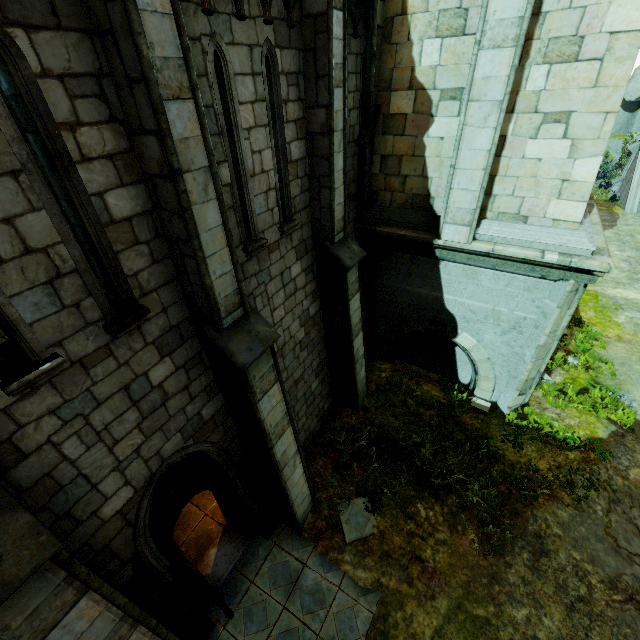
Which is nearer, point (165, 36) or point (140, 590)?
point (165, 36)

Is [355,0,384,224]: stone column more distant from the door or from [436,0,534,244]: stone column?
the door

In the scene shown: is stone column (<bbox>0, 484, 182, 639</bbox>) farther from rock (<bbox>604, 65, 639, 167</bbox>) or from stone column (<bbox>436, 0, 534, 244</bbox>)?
rock (<bbox>604, 65, 639, 167</bbox>)

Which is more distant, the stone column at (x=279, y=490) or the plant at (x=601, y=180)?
the plant at (x=601, y=180)

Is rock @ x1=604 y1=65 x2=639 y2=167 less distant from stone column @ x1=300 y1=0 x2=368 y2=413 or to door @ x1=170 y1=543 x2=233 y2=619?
stone column @ x1=300 y1=0 x2=368 y2=413

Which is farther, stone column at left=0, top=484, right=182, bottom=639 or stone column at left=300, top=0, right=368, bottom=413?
stone column at left=300, top=0, right=368, bottom=413

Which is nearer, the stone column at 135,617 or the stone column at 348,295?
the stone column at 135,617

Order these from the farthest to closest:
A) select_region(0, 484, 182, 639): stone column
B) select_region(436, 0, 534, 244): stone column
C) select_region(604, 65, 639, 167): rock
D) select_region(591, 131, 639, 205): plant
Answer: select_region(604, 65, 639, 167): rock, select_region(591, 131, 639, 205): plant, select_region(436, 0, 534, 244): stone column, select_region(0, 484, 182, 639): stone column
